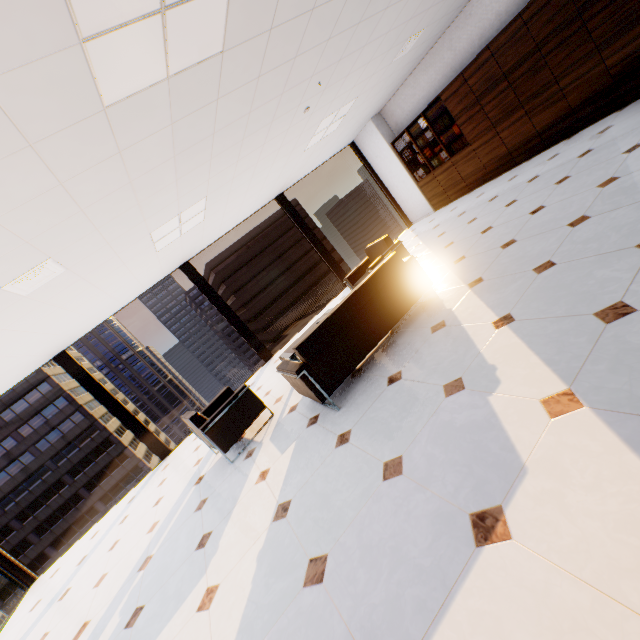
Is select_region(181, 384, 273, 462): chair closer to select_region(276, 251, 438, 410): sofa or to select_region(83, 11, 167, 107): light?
select_region(276, 251, 438, 410): sofa

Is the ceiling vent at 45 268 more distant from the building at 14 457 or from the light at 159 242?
the building at 14 457

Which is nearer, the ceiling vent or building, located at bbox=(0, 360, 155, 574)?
the ceiling vent

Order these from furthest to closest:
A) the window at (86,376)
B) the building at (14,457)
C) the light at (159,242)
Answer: the building at (14,457) → the window at (86,376) → the light at (159,242)

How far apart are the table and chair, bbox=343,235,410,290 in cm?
72

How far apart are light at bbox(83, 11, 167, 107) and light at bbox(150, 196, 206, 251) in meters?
2.5 m

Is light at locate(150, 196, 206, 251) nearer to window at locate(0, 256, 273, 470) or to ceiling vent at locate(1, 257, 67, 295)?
ceiling vent at locate(1, 257, 67, 295)

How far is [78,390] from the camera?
57.8m
